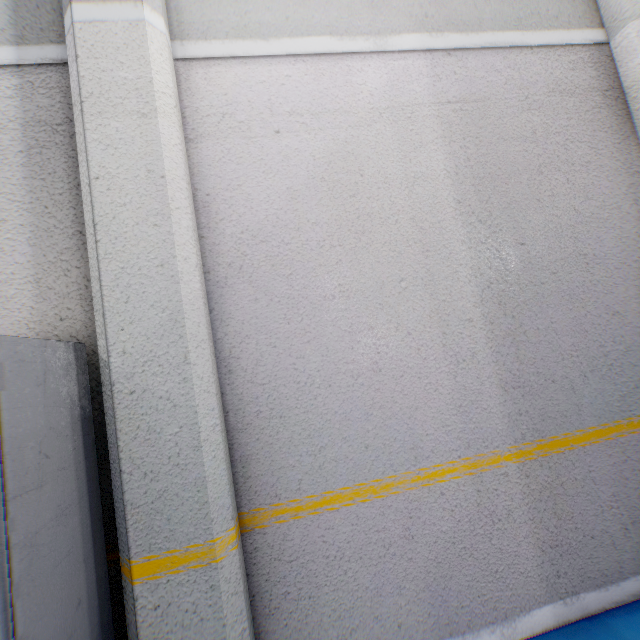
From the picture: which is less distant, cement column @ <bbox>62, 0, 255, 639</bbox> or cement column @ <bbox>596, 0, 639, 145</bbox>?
cement column @ <bbox>62, 0, 255, 639</bbox>

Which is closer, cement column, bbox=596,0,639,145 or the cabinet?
the cabinet

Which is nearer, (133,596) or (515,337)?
(133,596)

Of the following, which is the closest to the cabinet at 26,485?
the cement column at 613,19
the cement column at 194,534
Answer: the cement column at 194,534

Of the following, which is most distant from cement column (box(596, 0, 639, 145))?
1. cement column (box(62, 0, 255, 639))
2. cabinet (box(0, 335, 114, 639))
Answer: cabinet (box(0, 335, 114, 639))

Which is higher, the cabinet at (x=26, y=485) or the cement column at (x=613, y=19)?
the cement column at (x=613, y=19)

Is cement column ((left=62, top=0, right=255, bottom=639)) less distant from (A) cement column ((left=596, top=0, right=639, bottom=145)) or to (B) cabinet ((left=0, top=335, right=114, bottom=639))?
(B) cabinet ((left=0, top=335, right=114, bottom=639))
